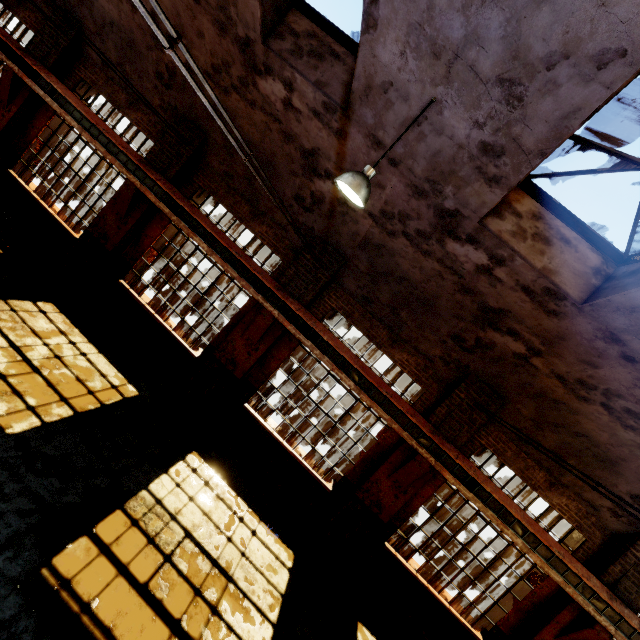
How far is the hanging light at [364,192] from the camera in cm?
412

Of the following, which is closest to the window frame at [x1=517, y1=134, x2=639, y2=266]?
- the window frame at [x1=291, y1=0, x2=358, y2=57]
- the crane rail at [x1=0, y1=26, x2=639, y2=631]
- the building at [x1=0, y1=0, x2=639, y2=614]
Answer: the building at [x1=0, y1=0, x2=639, y2=614]

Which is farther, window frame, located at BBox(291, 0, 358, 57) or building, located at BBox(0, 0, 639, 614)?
window frame, located at BBox(291, 0, 358, 57)

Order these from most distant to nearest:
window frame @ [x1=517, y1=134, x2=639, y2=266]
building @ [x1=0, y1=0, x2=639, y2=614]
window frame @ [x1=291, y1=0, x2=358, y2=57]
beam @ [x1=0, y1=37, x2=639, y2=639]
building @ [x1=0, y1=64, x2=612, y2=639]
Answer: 1. building @ [x1=0, y1=64, x2=612, y2=639]
2. beam @ [x1=0, y1=37, x2=639, y2=639]
3. window frame @ [x1=291, y1=0, x2=358, y2=57]
4. window frame @ [x1=517, y1=134, x2=639, y2=266]
5. building @ [x1=0, y1=0, x2=639, y2=614]

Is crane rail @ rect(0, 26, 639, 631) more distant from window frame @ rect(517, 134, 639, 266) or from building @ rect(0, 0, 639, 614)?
window frame @ rect(517, 134, 639, 266)

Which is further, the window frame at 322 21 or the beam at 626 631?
the beam at 626 631

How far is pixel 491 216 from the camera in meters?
5.3 m

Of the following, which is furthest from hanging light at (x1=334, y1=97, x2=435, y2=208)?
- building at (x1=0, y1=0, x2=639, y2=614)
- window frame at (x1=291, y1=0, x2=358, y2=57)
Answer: window frame at (x1=291, y1=0, x2=358, y2=57)
